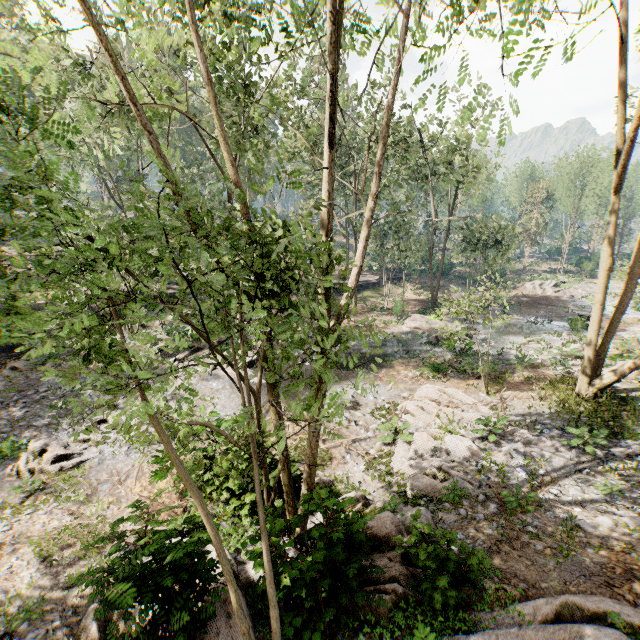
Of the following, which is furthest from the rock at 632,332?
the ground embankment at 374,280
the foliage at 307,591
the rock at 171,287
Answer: the rock at 171,287

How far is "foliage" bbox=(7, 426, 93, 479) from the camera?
11.5 meters

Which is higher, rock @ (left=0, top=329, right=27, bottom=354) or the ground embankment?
the ground embankment

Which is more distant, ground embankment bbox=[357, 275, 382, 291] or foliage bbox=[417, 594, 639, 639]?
ground embankment bbox=[357, 275, 382, 291]

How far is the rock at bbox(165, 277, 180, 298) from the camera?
29.6 meters

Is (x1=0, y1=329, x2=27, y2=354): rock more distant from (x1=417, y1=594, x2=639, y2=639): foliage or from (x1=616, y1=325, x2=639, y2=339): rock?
(x1=616, y1=325, x2=639, y2=339): rock

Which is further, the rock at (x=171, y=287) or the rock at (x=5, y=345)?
the rock at (x=171, y=287)

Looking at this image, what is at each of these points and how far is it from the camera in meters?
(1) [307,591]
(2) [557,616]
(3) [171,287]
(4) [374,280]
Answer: (1) foliage, 6.2
(2) foliage, 5.1
(3) rock, 29.8
(4) ground embankment, 42.7
